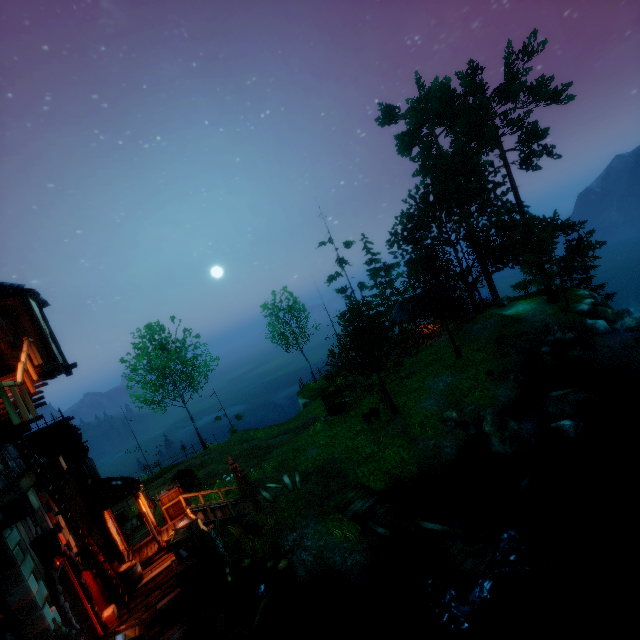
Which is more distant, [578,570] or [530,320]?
[530,320]

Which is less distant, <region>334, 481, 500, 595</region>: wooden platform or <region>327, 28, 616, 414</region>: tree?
<region>334, 481, 500, 595</region>: wooden platform

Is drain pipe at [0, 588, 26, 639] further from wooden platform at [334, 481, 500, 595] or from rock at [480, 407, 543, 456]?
rock at [480, 407, 543, 456]

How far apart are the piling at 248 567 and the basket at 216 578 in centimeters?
238cm

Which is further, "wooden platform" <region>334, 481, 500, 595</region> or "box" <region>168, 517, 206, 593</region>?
"box" <region>168, 517, 206, 593</region>

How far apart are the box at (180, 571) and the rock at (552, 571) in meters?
10.7 m

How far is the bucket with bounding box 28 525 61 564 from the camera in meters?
6.0 m

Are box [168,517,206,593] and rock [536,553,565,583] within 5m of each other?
no
